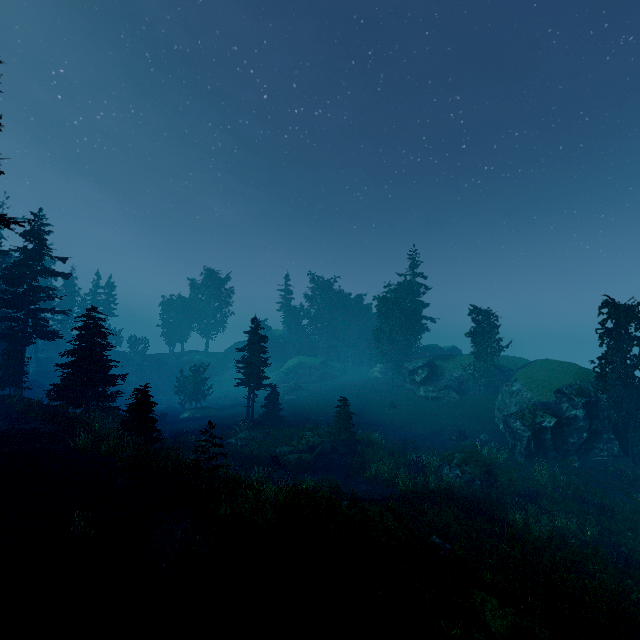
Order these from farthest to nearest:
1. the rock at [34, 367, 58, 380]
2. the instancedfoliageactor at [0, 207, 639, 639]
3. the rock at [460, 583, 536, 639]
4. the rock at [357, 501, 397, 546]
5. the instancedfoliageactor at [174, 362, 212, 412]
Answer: the rock at [34, 367, 58, 380]
the instancedfoliageactor at [174, 362, 212, 412]
the rock at [357, 501, 397, 546]
the instancedfoliageactor at [0, 207, 639, 639]
the rock at [460, 583, 536, 639]

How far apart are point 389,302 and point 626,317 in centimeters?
2794cm

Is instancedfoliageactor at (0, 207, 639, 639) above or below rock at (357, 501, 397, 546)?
below

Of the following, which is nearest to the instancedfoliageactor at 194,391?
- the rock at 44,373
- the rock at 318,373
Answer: the rock at 318,373

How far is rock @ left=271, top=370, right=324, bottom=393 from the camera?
53.52m

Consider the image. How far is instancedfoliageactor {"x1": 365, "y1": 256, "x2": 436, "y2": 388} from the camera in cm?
4903

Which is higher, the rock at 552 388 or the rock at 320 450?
the rock at 552 388

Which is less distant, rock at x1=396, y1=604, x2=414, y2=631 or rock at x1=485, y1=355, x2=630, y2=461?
rock at x1=396, y1=604, x2=414, y2=631
